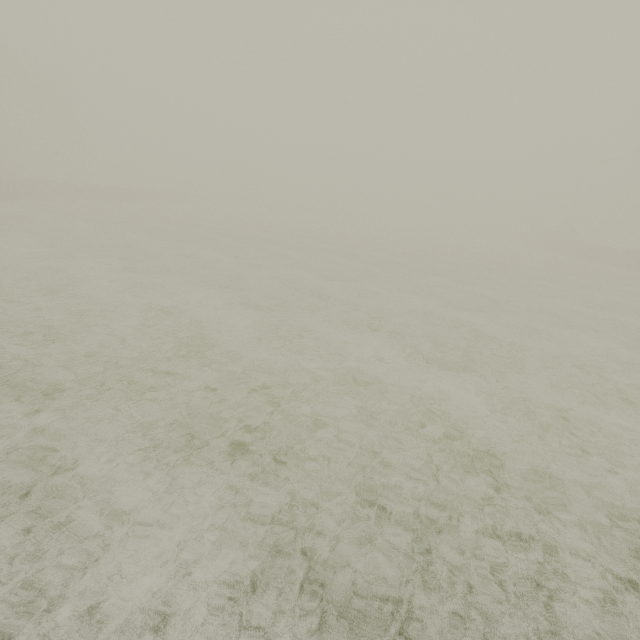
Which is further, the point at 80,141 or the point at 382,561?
the point at 80,141
